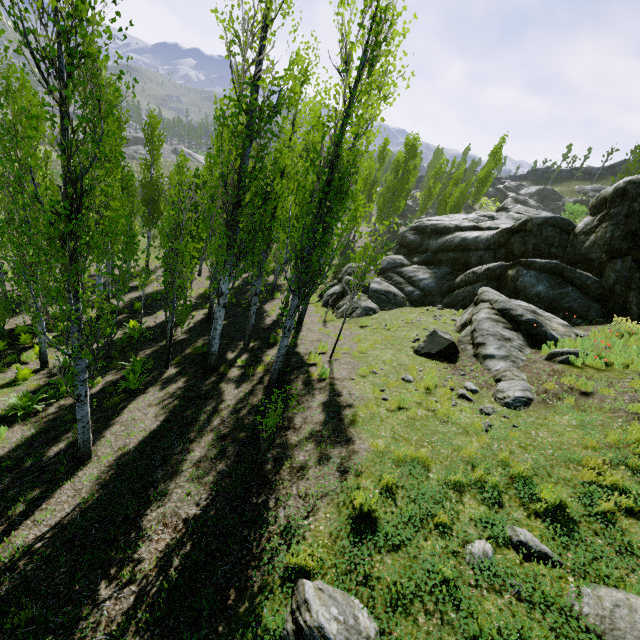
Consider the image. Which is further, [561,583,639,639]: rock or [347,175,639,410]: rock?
[347,175,639,410]: rock

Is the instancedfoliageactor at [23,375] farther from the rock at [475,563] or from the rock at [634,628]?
the rock at [475,563]

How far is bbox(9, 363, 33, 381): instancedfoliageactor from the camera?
10.46m

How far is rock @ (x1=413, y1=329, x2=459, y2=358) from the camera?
11.41m

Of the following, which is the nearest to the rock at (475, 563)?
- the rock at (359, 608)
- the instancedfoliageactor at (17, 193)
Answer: the rock at (359, 608)

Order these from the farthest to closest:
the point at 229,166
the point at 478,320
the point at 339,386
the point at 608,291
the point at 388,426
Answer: the point at 608,291
the point at 478,320
the point at 339,386
the point at 229,166
the point at 388,426

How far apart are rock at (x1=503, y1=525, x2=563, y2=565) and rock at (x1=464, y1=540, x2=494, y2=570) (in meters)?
0.30
